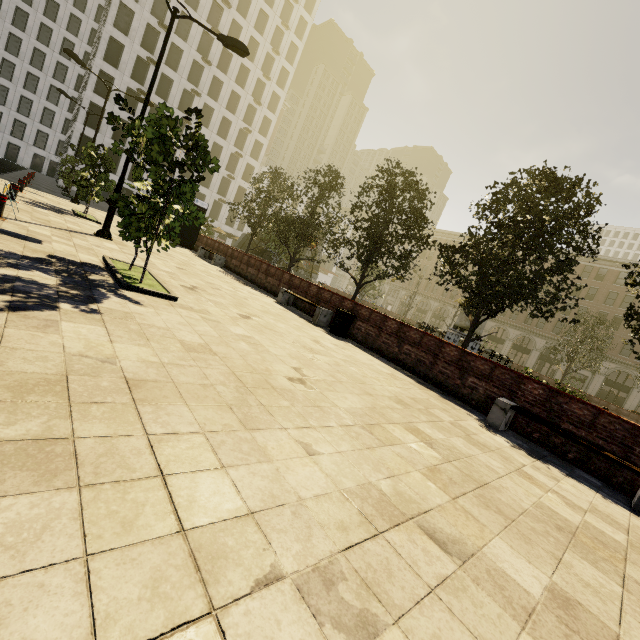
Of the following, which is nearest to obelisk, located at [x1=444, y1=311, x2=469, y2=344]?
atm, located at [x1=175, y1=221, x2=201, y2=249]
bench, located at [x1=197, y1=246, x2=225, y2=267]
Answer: bench, located at [x1=197, y1=246, x2=225, y2=267]

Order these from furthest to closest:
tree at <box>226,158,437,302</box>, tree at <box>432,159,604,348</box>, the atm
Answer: the atm, tree at <box>226,158,437,302</box>, tree at <box>432,159,604,348</box>

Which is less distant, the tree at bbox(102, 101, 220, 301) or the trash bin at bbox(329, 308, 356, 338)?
the tree at bbox(102, 101, 220, 301)

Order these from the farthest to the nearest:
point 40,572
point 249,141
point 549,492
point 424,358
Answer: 1. point 249,141
2. point 424,358
3. point 549,492
4. point 40,572

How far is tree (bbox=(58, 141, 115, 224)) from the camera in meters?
13.5

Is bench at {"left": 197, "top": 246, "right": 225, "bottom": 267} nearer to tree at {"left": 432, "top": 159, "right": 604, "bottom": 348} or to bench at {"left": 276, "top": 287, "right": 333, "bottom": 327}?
tree at {"left": 432, "top": 159, "right": 604, "bottom": 348}

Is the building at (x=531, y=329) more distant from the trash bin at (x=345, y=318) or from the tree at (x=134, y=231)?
the trash bin at (x=345, y=318)

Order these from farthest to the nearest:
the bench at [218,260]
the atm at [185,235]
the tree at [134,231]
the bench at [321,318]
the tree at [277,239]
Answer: the atm at [185,235], the bench at [218,260], the tree at [277,239], the bench at [321,318], the tree at [134,231]
